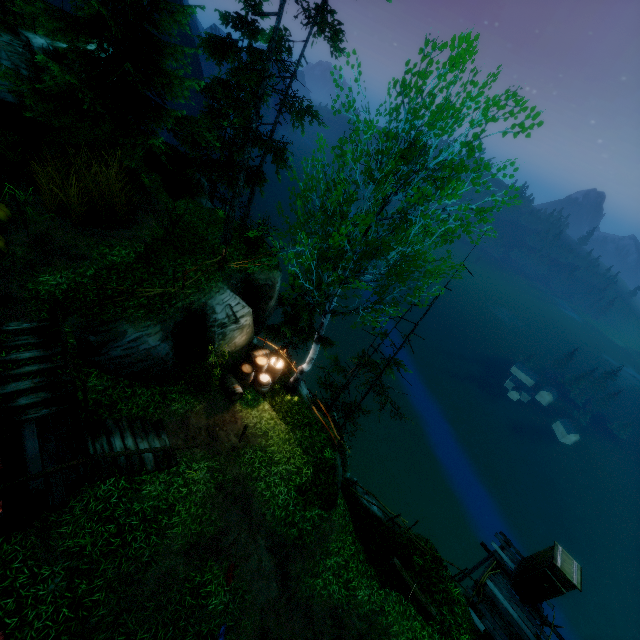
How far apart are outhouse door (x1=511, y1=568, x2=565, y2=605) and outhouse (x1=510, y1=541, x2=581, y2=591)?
0.0m

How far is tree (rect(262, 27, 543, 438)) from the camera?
7.4m

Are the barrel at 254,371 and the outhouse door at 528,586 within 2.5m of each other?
no

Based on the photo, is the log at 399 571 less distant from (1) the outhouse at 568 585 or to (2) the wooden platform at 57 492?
(1) the outhouse at 568 585

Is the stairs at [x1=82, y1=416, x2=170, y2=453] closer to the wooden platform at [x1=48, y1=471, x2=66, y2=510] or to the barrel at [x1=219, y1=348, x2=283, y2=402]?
the wooden platform at [x1=48, y1=471, x2=66, y2=510]

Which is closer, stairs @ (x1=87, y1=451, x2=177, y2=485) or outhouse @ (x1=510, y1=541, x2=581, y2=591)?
stairs @ (x1=87, y1=451, x2=177, y2=485)

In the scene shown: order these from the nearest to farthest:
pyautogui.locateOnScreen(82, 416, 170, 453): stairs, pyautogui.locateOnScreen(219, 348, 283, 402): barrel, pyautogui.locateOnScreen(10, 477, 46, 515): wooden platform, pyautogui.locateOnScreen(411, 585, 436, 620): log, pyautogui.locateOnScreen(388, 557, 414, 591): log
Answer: pyautogui.locateOnScreen(10, 477, 46, 515): wooden platform, pyautogui.locateOnScreen(82, 416, 170, 453): stairs, pyautogui.locateOnScreen(411, 585, 436, 620): log, pyautogui.locateOnScreen(388, 557, 414, 591): log, pyautogui.locateOnScreen(219, 348, 283, 402): barrel

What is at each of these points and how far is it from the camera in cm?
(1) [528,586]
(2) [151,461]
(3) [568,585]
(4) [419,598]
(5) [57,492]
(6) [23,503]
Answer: (1) outhouse door, 1435
(2) stairs, 964
(3) outhouse, 1333
(4) log, 1198
(5) wooden platform, 750
(6) wooden platform, 717
